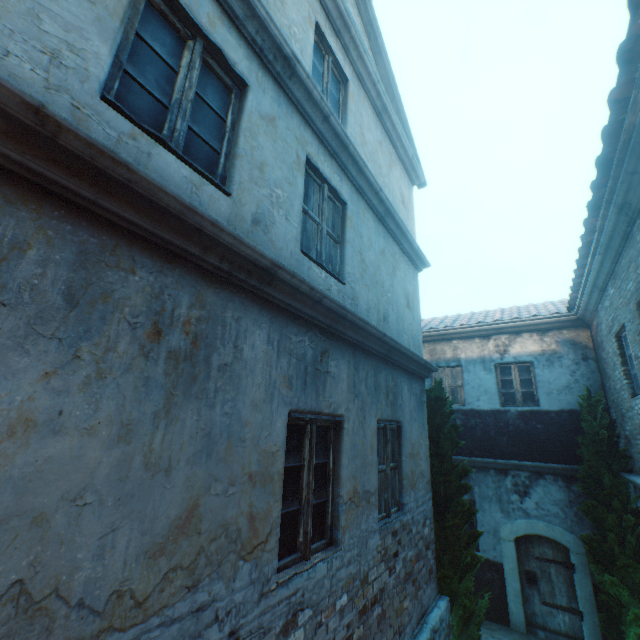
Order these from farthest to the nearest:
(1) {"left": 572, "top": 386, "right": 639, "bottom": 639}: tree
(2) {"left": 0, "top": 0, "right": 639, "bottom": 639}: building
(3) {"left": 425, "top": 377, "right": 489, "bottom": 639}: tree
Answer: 1. (1) {"left": 572, "top": 386, "right": 639, "bottom": 639}: tree
2. (3) {"left": 425, "top": 377, "right": 489, "bottom": 639}: tree
3. (2) {"left": 0, "top": 0, "right": 639, "bottom": 639}: building

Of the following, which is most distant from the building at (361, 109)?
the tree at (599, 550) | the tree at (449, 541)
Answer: the tree at (449, 541)

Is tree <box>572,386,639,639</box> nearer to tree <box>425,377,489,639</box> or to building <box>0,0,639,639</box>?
tree <box>425,377,489,639</box>

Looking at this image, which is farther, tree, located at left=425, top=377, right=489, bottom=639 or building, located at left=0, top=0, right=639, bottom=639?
tree, located at left=425, top=377, right=489, bottom=639

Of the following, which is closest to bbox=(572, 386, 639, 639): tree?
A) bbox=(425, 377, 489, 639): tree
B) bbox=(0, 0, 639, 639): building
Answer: bbox=(425, 377, 489, 639): tree

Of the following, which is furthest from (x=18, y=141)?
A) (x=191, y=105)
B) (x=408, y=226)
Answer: (x=408, y=226)

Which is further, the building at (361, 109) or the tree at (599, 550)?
the tree at (599, 550)
